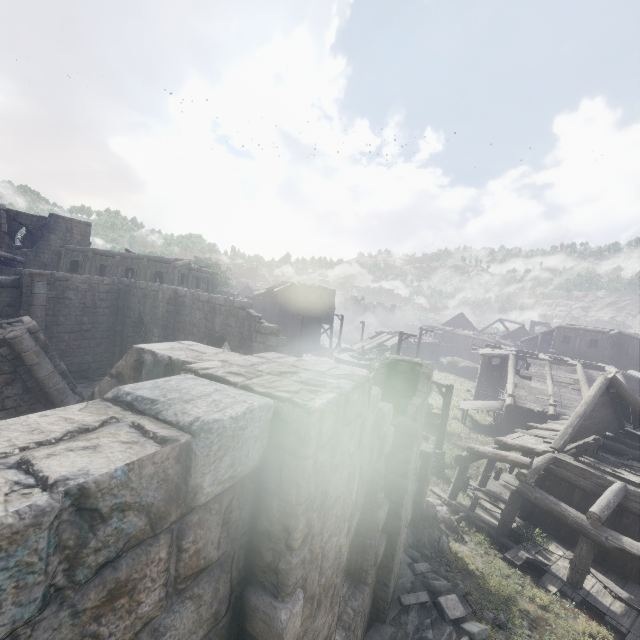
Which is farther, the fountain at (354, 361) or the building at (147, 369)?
the fountain at (354, 361)

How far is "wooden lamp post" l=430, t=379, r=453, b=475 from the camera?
16.8m

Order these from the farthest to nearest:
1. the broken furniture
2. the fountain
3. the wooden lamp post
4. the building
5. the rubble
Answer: the fountain, the wooden lamp post, the broken furniture, the rubble, the building

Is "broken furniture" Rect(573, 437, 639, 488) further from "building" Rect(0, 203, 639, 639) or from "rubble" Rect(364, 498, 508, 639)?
"rubble" Rect(364, 498, 508, 639)

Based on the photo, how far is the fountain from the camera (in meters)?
32.31

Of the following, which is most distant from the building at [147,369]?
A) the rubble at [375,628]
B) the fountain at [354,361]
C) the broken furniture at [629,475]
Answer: the fountain at [354,361]

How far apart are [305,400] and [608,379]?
19.3m

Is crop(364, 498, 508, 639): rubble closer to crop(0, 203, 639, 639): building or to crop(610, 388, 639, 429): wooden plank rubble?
crop(0, 203, 639, 639): building
